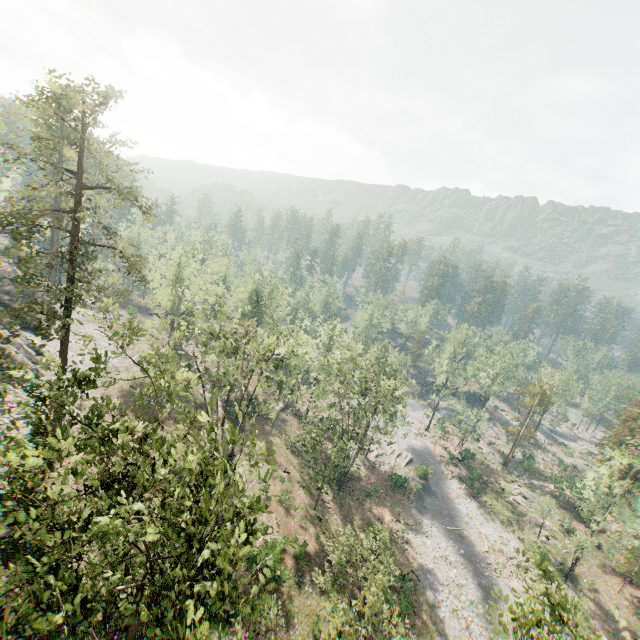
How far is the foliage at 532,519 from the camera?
44.19m

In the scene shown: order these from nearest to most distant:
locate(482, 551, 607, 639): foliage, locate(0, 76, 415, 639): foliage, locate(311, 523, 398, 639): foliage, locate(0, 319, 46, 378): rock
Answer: locate(0, 76, 415, 639): foliage → locate(482, 551, 607, 639): foliage → locate(311, 523, 398, 639): foliage → locate(0, 319, 46, 378): rock

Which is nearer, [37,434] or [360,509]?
[37,434]

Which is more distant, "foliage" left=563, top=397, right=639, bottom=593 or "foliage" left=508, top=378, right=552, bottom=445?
"foliage" left=508, top=378, right=552, bottom=445

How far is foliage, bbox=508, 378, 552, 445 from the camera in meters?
56.7 m

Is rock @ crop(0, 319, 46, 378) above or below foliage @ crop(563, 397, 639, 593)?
below

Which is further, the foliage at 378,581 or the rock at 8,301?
the rock at 8,301
